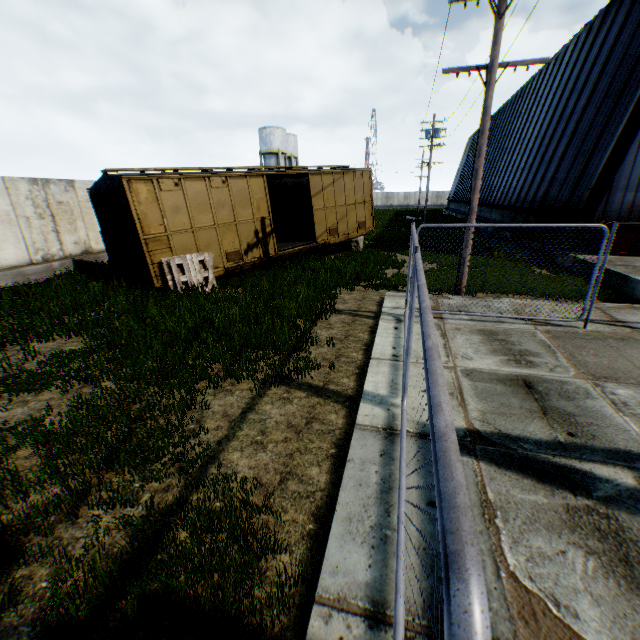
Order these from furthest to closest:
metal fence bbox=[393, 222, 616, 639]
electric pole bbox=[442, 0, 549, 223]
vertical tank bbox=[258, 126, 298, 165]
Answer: vertical tank bbox=[258, 126, 298, 165]
electric pole bbox=[442, 0, 549, 223]
metal fence bbox=[393, 222, 616, 639]

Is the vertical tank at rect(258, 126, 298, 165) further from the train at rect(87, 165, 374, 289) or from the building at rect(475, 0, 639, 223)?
the train at rect(87, 165, 374, 289)

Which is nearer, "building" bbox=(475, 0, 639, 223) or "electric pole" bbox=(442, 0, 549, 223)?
"electric pole" bbox=(442, 0, 549, 223)

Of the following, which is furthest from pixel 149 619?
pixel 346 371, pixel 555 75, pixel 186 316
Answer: pixel 555 75

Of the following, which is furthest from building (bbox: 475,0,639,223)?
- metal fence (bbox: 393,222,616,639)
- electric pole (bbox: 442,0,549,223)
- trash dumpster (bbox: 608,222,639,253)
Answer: metal fence (bbox: 393,222,616,639)

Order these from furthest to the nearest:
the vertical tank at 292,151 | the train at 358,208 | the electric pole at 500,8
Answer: the vertical tank at 292,151 → the train at 358,208 → the electric pole at 500,8

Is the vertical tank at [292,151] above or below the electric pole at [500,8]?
above

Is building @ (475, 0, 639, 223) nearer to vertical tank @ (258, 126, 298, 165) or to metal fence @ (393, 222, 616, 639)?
metal fence @ (393, 222, 616, 639)
